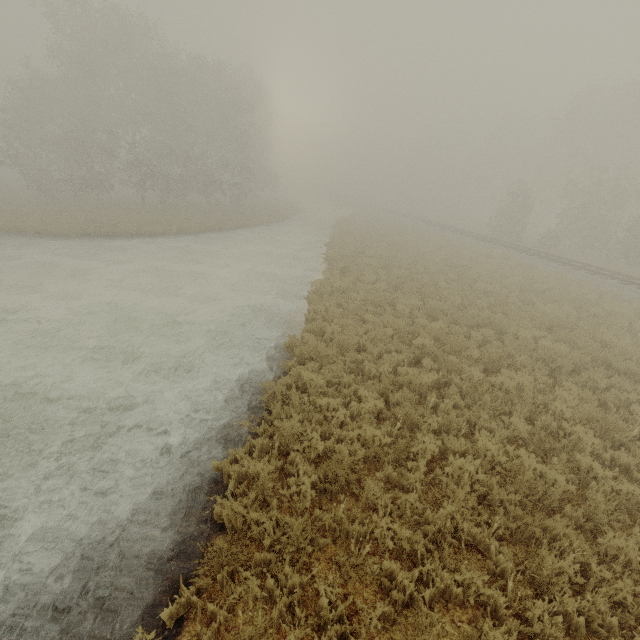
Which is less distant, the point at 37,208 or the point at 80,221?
the point at 80,221
